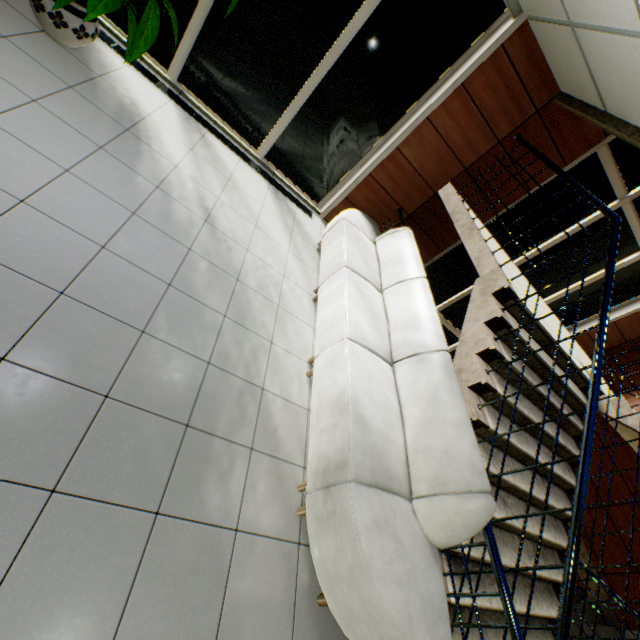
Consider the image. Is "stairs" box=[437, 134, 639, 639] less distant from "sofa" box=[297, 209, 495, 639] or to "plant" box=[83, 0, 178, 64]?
"sofa" box=[297, 209, 495, 639]

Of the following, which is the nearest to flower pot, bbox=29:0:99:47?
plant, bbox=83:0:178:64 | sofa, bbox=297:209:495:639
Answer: plant, bbox=83:0:178:64

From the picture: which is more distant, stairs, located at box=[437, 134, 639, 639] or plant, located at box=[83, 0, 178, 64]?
plant, located at box=[83, 0, 178, 64]

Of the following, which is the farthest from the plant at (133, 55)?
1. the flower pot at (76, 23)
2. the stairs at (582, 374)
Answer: the stairs at (582, 374)

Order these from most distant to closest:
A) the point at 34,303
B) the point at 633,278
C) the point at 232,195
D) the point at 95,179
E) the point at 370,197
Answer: the point at 633,278, the point at 370,197, the point at 232,195, the point at 95,179, the point at 34,303

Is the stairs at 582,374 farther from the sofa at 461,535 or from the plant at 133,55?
the plant at 133,55
